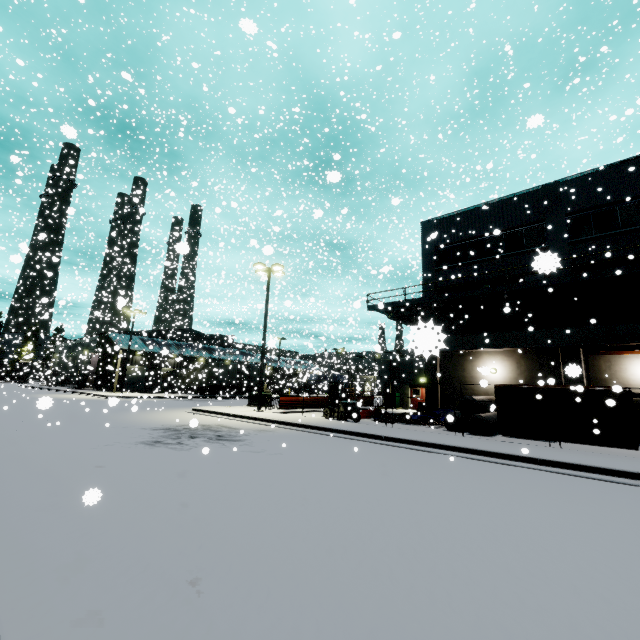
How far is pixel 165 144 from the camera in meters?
35.2

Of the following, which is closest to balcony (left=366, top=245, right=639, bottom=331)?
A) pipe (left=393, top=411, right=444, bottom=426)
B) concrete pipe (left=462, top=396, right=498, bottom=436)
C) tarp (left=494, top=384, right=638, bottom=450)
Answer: tarp (left=494, top=384, right=638, bottom=450)

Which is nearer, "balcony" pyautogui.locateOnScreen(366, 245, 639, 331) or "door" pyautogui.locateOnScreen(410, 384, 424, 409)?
"balcony" pyautogui.locateOnScreen(366, 245, 639, 331)

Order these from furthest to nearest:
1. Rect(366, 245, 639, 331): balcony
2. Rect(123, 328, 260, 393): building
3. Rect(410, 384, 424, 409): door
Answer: Rect(123, 328, 260, 393): building < Rect(410, 384, 424, 409): door < Rect(366, 245, 639, 331): balcony

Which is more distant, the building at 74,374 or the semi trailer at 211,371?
the building at 74,374

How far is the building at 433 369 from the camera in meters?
17.8 m

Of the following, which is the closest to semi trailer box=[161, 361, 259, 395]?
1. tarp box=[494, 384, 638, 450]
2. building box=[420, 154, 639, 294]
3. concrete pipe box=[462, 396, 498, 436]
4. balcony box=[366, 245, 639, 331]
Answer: building box=[420, 154, 639, 294]

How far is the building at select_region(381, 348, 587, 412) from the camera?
17.75m
